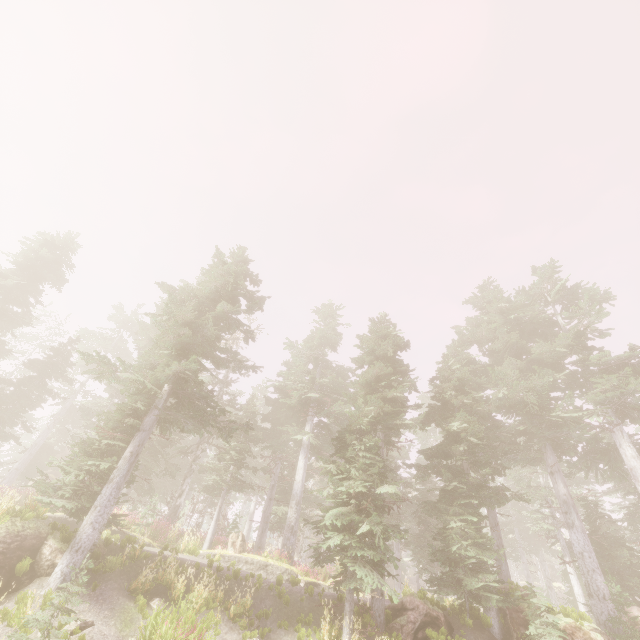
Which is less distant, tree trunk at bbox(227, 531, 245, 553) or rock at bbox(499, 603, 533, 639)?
rock at bbox(499, 603, 533, 639)

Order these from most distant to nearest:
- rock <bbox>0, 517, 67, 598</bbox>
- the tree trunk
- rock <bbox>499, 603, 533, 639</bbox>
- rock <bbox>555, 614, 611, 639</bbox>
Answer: the tree trunk → rock <bbox>499, 603, 533, 639</bbox> → rock <bbox>555, 614, 611, 639</bbox> → rock <bbox>0, 517, 67, 598</bbox>

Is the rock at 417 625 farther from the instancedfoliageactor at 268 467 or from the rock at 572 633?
the rock at 572 633

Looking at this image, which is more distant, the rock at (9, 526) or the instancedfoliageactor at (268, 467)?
the instancedfoliageactor at (268, 467)

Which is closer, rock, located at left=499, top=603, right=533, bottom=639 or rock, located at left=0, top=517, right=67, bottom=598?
rock, located at left=0, top=517, right=67, bottom=598

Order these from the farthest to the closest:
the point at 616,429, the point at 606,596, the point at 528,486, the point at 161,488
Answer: the point at 161,488, the point at 528,486, the point at 616,429, the point at 606,596

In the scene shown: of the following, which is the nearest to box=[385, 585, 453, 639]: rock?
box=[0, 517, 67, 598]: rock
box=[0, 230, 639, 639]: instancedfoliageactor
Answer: box=[0, 230, 639, 639]: instancedfoliageactor
